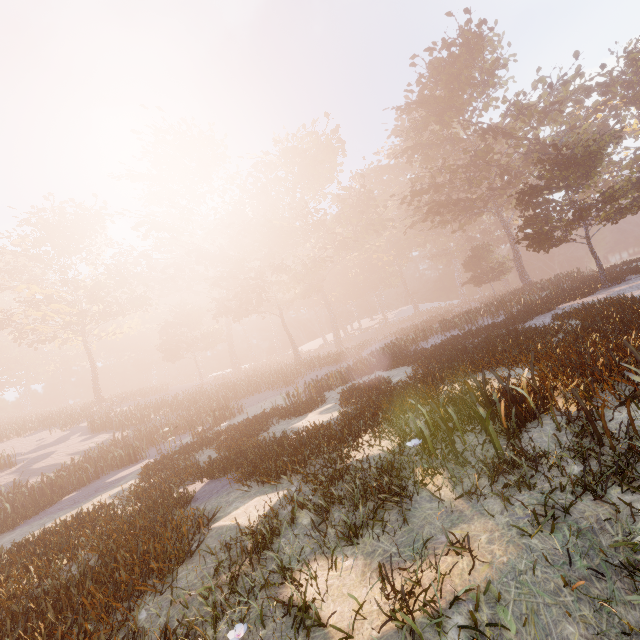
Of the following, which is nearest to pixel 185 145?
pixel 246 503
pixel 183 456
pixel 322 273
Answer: pixel 322 273
